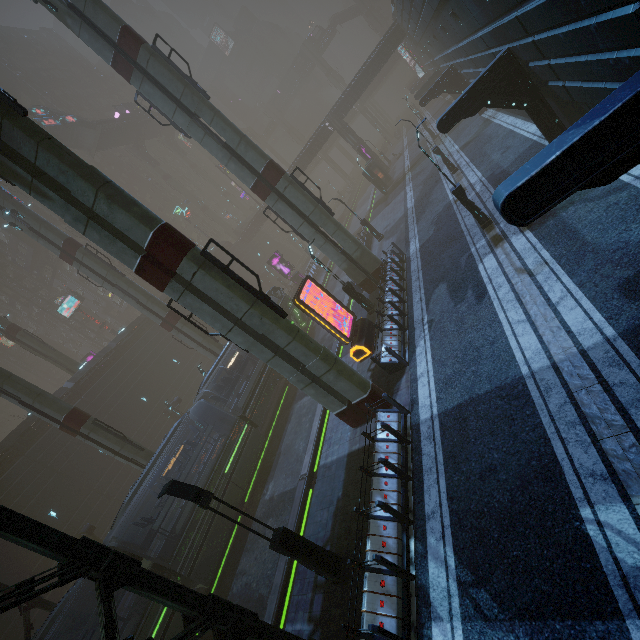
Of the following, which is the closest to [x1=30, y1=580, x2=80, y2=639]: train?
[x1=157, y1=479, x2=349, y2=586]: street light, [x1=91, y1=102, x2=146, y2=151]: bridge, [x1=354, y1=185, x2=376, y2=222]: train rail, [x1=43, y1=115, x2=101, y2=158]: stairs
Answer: [x1=354, y1=185, x2=376, y2=222]: train rail

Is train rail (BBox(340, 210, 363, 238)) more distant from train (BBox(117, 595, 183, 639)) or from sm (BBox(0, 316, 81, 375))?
sm (BBox(0, 316, 81, 375))

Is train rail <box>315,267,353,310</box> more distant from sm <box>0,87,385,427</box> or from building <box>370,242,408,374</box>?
sm <box>0,87,385,427</box>

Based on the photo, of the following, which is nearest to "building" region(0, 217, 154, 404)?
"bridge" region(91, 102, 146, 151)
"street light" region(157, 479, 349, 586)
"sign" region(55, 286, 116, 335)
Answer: "street light" region(157, 479, 349, 586)

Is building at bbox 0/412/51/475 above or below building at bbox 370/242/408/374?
above

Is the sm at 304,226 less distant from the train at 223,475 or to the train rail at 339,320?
the train rail at 339,320

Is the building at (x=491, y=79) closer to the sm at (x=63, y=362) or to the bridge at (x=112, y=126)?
the sm at (x=63, y=362)

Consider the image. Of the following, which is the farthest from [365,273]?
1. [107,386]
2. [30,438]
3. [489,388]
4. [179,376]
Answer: [30,438]
